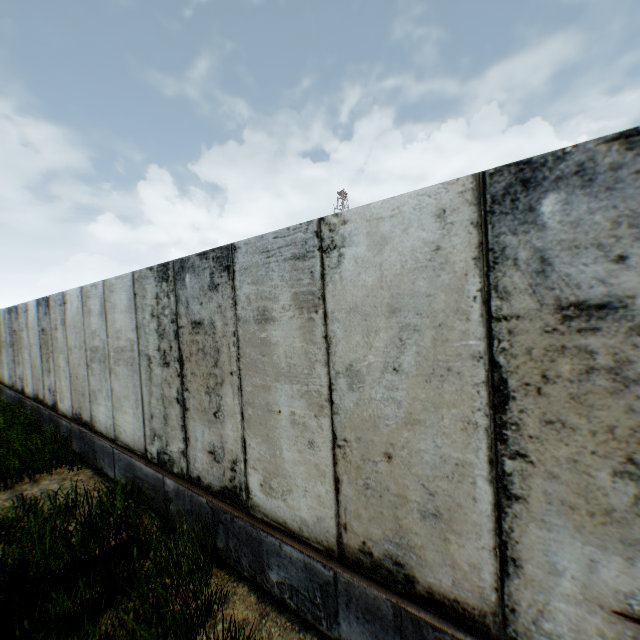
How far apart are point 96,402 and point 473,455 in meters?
6.9 m
